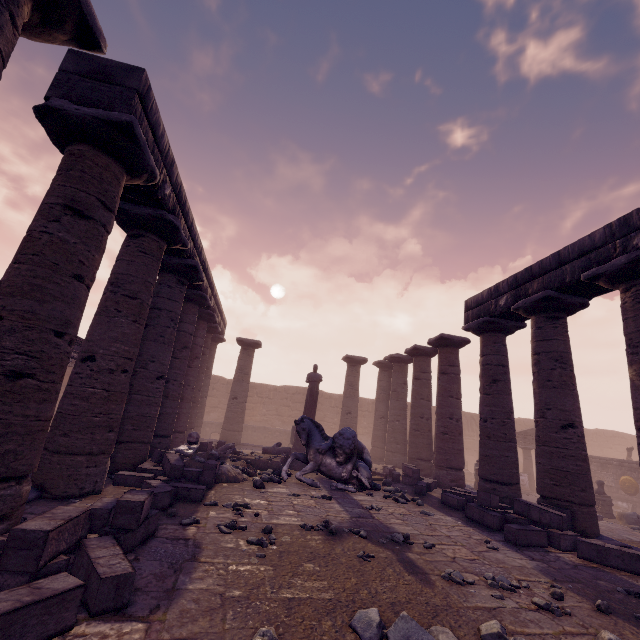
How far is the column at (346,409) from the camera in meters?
17.7 m

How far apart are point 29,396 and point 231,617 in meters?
3.3

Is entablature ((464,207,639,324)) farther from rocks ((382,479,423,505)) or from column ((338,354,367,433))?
column ((338,354,367,433))

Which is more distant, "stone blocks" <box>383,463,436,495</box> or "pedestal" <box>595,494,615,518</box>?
"pedestal" <box>595,494,615,518</box>

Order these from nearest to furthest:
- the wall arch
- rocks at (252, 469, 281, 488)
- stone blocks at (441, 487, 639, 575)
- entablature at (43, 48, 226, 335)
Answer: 1. entablature at (43, 48, 226, 335)
2. stone blocks at (441, 487, 639, 575)
3. rocks at (252, 469, 281, 488)
4. the wall arch

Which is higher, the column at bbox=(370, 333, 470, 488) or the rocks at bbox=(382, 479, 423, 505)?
the column at bbox=(370, 333, 470, 488)

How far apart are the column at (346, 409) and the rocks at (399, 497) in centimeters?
843cm

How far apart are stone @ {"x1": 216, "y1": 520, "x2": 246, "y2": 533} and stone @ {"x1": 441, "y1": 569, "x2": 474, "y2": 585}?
2.9m
